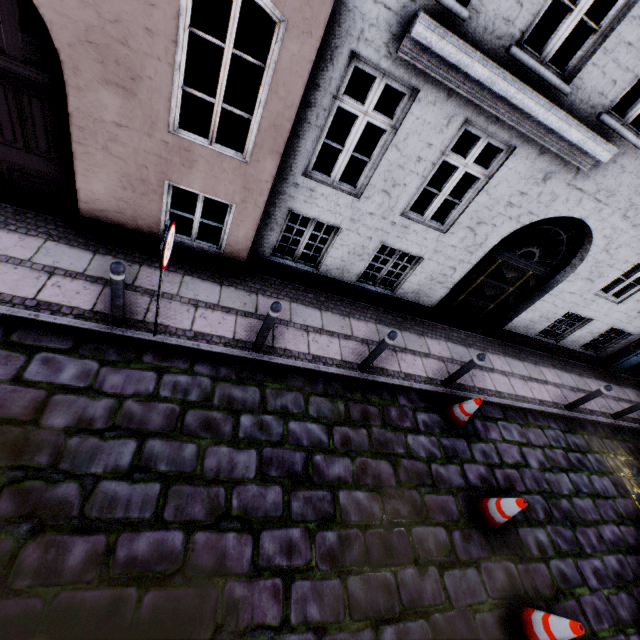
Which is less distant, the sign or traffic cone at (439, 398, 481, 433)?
the sign

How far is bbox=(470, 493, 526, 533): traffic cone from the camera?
4.8m

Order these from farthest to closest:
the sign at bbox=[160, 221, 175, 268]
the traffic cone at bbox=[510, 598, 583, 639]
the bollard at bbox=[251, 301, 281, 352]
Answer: the bollard at bbox=[251, 301, 281, 352], the traffic cone at bbox=[510, 598, 583, 639], the sign at bbox=[160, 221, 175, 268]

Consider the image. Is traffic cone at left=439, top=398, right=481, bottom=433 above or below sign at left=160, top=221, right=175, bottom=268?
below

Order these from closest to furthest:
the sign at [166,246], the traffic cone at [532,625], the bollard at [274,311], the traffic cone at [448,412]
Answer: the sign at [166,246] < the traffic cone at [532,625] < the bollard at [274,311] < the traffic cone at [448,412]

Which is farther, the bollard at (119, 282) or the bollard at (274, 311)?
the bollard at (274, 311)

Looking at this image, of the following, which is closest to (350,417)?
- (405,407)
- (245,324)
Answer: (405,407)

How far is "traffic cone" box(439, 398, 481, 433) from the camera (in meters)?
5.89
